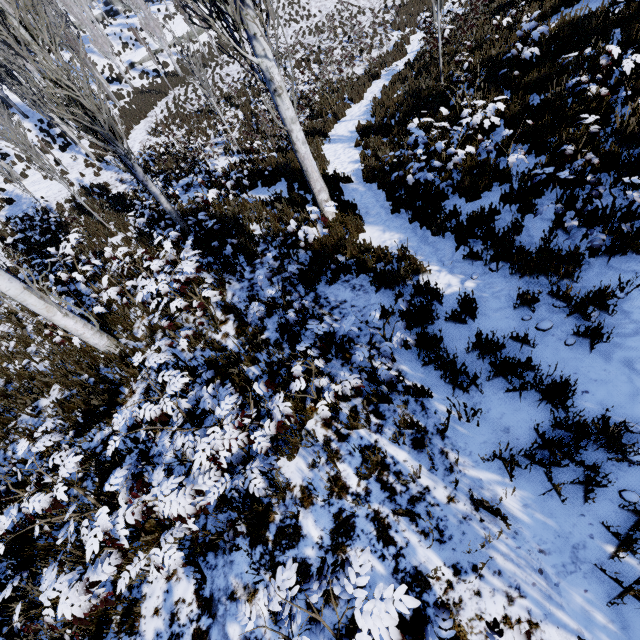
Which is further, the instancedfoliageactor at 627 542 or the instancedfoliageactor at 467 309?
the instancedfoliageactor at 467 309

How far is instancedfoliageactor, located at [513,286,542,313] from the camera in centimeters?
376cm

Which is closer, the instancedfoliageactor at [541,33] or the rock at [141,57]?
the instancedfoliageactor at [541,33]

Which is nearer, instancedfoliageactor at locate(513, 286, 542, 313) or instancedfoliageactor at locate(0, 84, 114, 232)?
instancedfoliageactor at locate(513, 286, 542, 313)

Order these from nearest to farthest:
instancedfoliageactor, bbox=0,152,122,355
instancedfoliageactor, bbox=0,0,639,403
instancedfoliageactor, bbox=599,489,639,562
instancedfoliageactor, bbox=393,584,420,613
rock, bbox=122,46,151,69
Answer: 1. instancedfoliageactor, bbox=393,584,420,613
2. instancedfoliageactor, bbox=599,489,639,562
3. instancedfoliageactor, bbox=0,0,639,403
4. instancedfoliageactor, bbox=0,152,122,355
5. rock, bbox=122,46,151,69

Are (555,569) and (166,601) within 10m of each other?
yes
